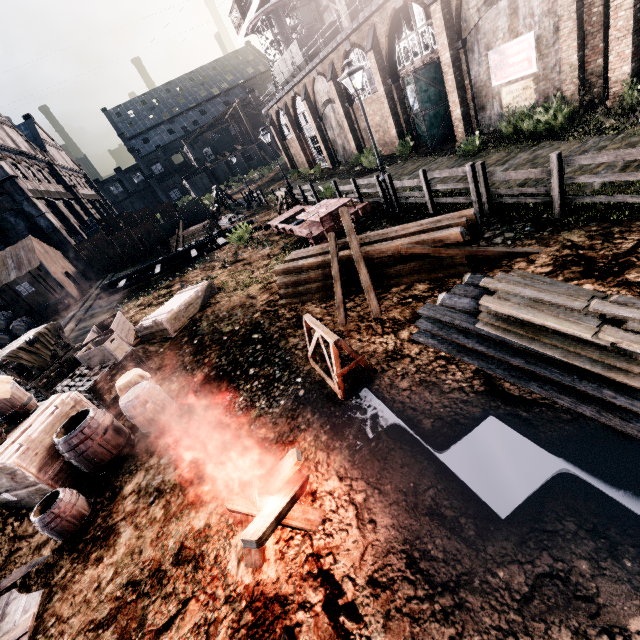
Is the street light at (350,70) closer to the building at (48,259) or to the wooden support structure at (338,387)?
the building at (48,259)

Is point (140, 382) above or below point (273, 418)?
above

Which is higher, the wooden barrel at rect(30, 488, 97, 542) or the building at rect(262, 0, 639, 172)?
Result: the building at rect(262, 0, 639, 172)

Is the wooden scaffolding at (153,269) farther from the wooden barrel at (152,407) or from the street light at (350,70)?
the wooden barrel at (152,407)

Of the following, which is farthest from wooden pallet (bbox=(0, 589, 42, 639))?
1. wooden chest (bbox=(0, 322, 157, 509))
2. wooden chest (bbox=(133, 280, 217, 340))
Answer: wooden chest (bbox=(133, 280, 217, 340))

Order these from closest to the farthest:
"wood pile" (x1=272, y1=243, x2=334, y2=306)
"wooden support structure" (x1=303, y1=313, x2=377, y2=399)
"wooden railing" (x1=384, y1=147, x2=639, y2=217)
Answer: "wooden support structure" (x1=303, y1=313, x2=377, y2=399), "wooden railing" (x1=384, y1=147, x2=639, y2=217), "wood pile" (x1=272, y1=243, x2=334, y2=306)

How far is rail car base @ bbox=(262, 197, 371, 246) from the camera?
13.4 meters

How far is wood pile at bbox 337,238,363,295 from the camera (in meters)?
9.33
